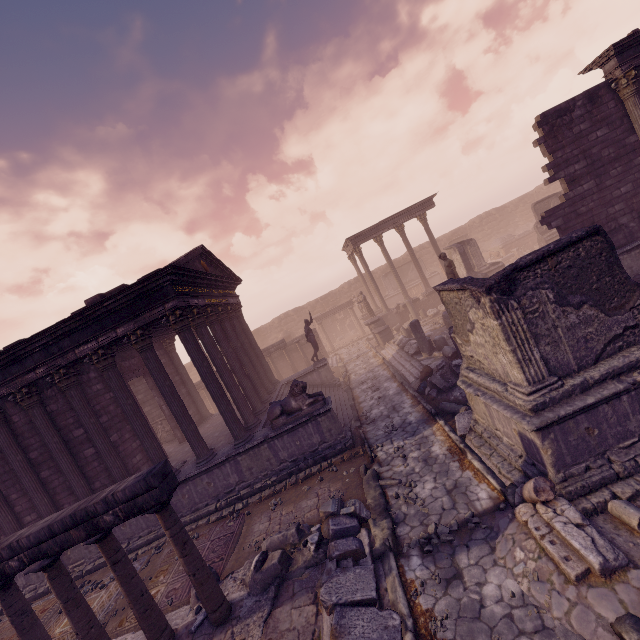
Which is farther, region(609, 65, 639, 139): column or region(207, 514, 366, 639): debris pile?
region(609, 65, 639, 139): column

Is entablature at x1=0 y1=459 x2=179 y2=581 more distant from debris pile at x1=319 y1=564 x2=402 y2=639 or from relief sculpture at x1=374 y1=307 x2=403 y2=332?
relief sculpture at x1=374 y1=307 x2=403 y2=332

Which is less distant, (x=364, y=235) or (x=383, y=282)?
(x=364, y=235)

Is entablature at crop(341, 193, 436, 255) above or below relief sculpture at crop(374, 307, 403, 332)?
above

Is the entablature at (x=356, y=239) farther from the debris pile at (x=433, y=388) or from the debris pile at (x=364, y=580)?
the debris pile at (x=364, y=580)

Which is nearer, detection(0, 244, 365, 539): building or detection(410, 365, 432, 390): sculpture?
detection(0, 244, 365, 539): building

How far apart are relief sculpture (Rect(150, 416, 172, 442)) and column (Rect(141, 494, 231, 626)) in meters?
12.5 m

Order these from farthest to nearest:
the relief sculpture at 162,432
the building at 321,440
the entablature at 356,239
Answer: the entablature at 356,239 → the relief sculpture at 162,432 → the building at 321,440
